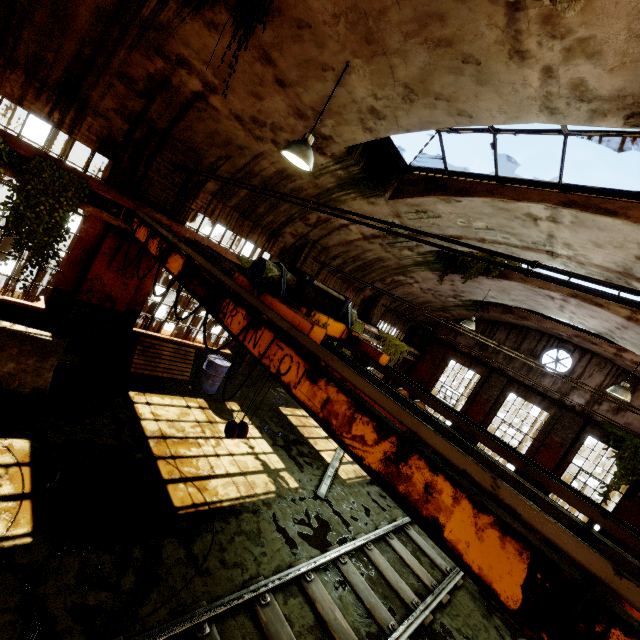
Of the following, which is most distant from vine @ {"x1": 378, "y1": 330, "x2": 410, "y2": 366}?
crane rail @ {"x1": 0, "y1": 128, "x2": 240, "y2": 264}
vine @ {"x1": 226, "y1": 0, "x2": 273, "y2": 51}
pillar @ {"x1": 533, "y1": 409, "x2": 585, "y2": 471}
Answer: pillar @ {"x1": 533, "y1": 409, "x2": 585, "y2": 471}

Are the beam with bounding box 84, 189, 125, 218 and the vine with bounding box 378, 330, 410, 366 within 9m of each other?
no

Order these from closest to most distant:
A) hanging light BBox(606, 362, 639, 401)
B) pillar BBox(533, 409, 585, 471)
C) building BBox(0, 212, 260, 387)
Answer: building BBox(0, 212, 260, 387)
hanging light BBox(606, 362, 639, 401)
pillar BBox(533, 409, 585, 471)

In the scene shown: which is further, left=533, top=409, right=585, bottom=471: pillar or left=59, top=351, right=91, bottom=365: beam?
left=533, top=409, right=585, bottom=471: pillar

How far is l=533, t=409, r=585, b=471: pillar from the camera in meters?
13.3

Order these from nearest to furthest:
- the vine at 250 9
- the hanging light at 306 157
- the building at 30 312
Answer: the vine at 250 9 → the hanging light at 306 157 → the building at 30 312

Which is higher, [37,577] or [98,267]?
[98,267]

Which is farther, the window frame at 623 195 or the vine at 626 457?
the vine at 626 457
